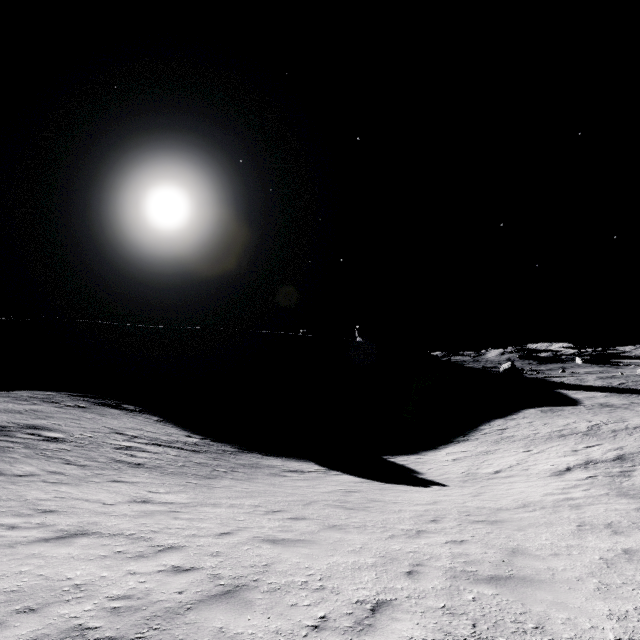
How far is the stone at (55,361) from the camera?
56.75m

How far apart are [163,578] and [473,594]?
4.82m

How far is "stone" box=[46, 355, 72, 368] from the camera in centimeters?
5675cm
